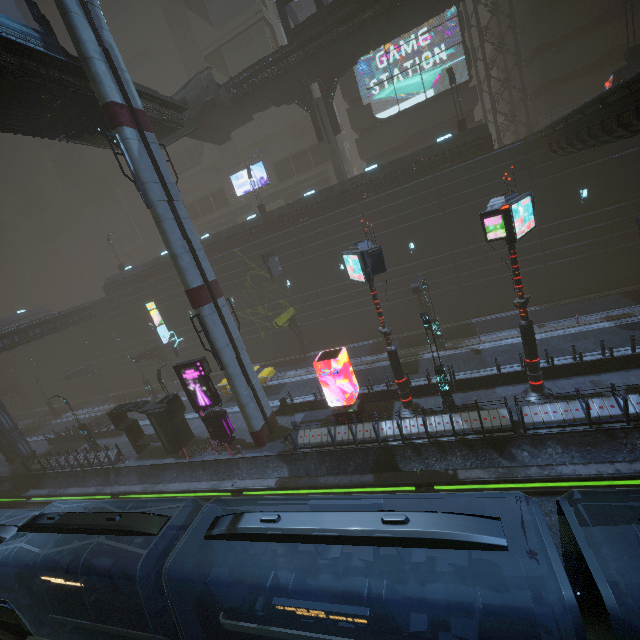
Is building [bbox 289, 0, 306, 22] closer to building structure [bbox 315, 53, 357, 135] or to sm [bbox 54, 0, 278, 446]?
building structure [bbox 315, 53, 357, 135]

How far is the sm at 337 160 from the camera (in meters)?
27.12

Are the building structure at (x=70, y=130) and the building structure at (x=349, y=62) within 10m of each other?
no

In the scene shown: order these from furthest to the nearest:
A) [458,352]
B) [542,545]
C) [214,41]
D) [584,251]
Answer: [214,41], [584,251], [458,352], [542,545]

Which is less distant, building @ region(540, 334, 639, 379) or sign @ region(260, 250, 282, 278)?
building @ region(540, 334, 639, 379)

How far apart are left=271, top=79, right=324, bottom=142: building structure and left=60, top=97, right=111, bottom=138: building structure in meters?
16.5 m

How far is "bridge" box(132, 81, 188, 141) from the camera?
18.2m

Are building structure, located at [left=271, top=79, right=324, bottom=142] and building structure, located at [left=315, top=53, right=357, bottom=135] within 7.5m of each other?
yes
